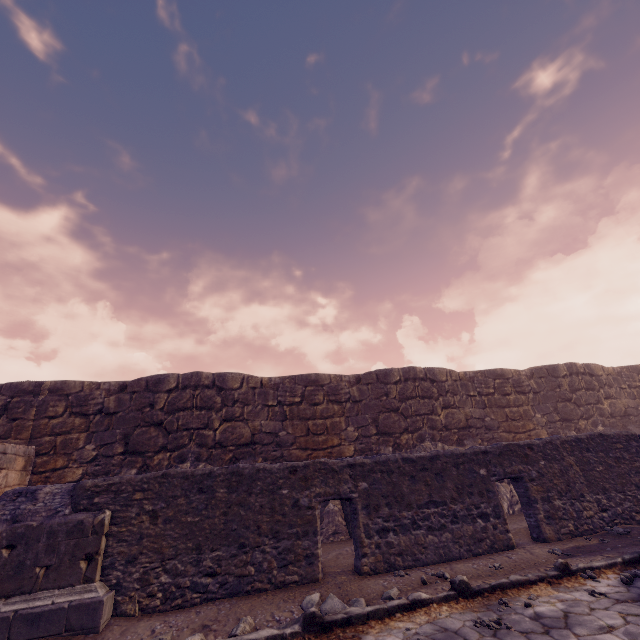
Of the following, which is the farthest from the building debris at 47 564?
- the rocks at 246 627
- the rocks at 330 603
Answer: the rocks at 330 603

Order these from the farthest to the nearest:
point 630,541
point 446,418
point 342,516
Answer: point 446,418
point 342,516
point 630,541

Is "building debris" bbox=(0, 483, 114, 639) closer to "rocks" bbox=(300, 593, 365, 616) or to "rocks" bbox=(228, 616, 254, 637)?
"rocks" bbox=(228, 616, 254, 637)

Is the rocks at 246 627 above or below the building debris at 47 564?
below

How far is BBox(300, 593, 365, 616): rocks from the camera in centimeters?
448cm

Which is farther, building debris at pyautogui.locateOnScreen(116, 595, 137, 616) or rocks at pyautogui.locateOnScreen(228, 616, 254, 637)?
building debris at pyautogui.locateOnScreen(116, 595, 137, 616)

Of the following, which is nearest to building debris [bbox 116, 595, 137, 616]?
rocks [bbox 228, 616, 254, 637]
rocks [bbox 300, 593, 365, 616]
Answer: rocks [bbox 228, 616, 254, 637]
